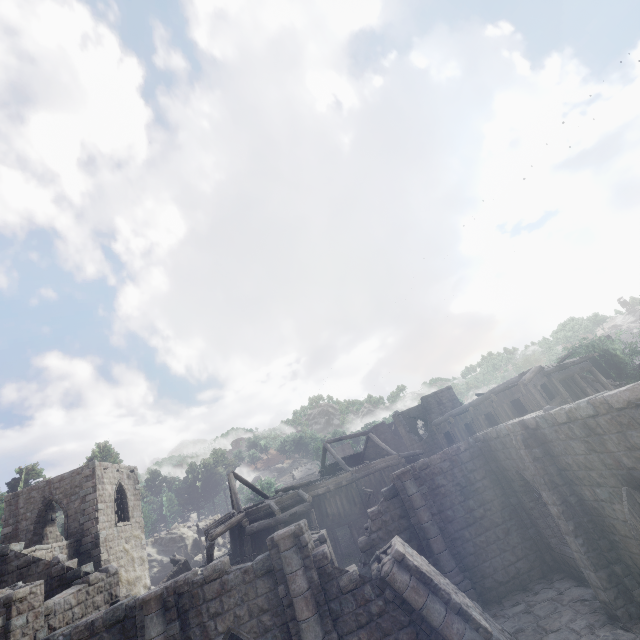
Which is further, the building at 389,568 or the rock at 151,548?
the rock at 151,548

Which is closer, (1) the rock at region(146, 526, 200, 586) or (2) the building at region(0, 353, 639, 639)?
(2) the building at region(0, 353, 639, 639)

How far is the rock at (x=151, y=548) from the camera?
36.1m

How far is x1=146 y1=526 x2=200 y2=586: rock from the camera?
36.1 meters

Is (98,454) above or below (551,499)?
above
